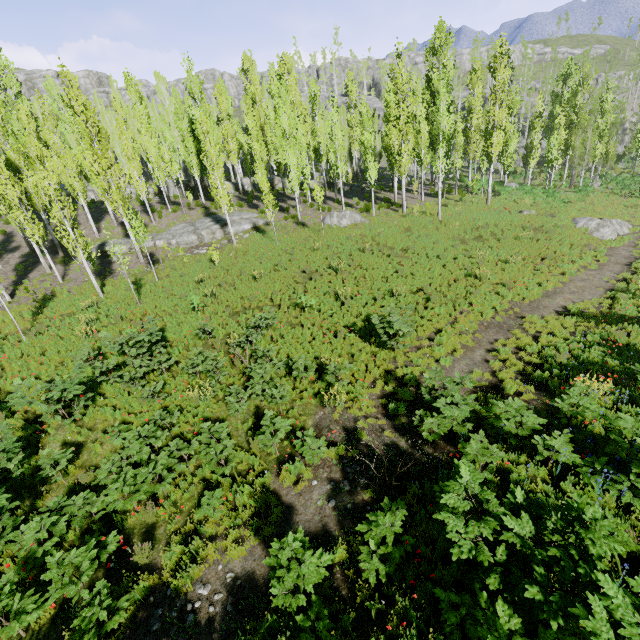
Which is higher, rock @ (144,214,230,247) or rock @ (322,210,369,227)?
rock @ (144,214,230,247)

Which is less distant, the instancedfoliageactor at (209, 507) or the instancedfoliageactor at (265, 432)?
the instancedfoliageactor at (209, 507)

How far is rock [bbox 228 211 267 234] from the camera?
26.7m

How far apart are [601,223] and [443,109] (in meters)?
16.39

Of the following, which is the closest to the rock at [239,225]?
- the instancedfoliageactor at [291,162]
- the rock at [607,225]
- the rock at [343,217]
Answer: the instancedfoliageactor at [291,162]

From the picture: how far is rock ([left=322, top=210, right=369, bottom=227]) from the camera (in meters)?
26.17

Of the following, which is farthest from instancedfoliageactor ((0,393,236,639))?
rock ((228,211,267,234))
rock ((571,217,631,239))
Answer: rock ((571,217,631,239))

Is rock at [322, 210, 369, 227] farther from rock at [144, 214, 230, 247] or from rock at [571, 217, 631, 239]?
rock at [571, 217, 631, 239]
